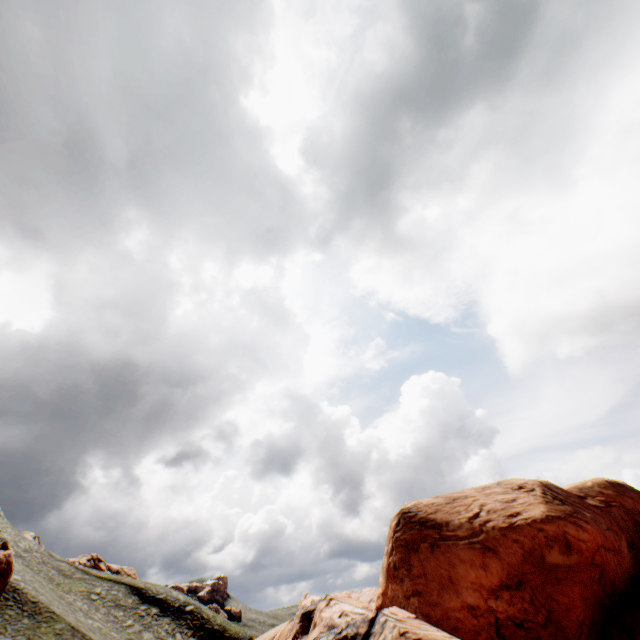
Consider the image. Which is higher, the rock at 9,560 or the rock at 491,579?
the rock at 9,560

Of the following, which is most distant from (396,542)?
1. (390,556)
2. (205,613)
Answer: (205,613)

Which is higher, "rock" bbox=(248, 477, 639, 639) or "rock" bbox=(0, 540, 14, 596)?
"rock" bbox=(0, 540, 14, 596)

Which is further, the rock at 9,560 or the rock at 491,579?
the rock at 9,560

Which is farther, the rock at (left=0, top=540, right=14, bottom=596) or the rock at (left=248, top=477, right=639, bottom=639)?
the rock at (left=0, top=540, right=14, bottom=596)
